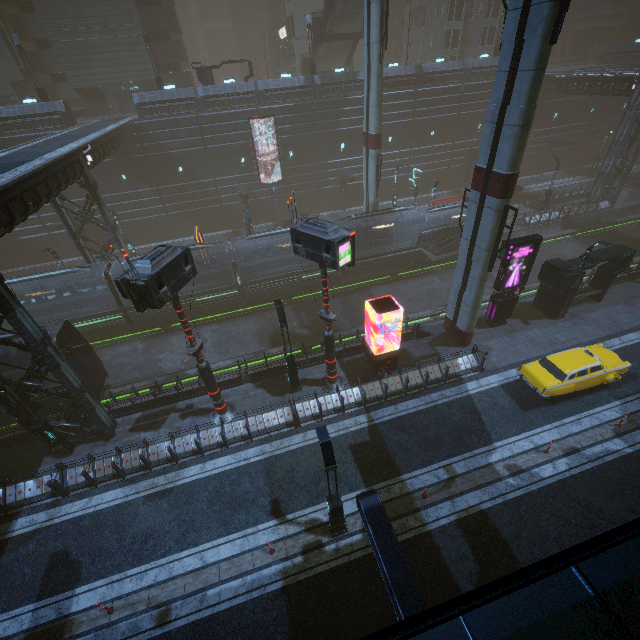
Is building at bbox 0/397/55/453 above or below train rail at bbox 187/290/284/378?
above

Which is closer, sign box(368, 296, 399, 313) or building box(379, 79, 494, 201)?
sign box(368, 296, 399, 313)

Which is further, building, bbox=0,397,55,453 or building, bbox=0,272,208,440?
building, bbox=0,397,55,453

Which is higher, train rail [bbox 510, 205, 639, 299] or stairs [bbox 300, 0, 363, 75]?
stairs [bbox 300, 0, 363, 75]

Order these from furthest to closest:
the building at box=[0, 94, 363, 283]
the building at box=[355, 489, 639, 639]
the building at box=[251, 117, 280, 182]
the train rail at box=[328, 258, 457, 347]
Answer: the building at box=[251, 117, 280, 182] < the train rail at box=[328, 258, 457, 347] < the building at box=[0, 94, 363, 283] < the building at box=[355, 489, 639, 639]

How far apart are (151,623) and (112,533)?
4.0 meters

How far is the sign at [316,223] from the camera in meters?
12.4 m

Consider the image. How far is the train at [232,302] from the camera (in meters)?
23.62
